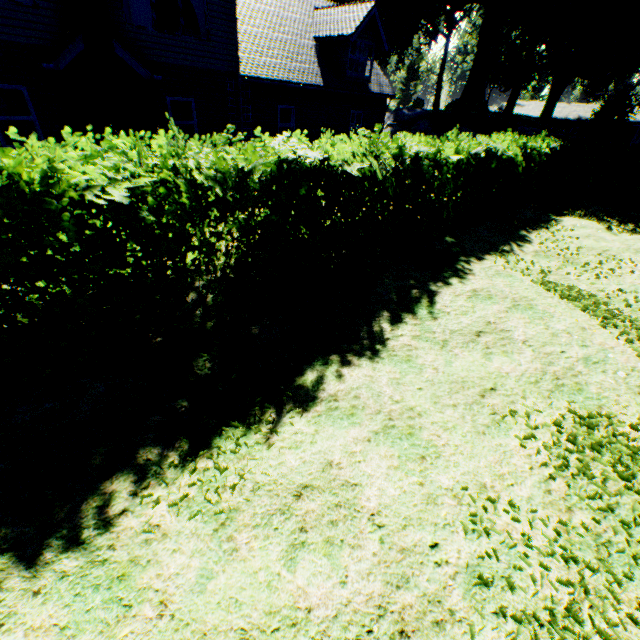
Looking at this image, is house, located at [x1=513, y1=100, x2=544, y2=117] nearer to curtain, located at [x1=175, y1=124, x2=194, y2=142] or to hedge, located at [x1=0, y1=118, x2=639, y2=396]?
hedge, located at [x1=0, y1=118, x2=639, y2=396]

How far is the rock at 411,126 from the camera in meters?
28.0 m

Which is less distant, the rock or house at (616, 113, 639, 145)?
the rock

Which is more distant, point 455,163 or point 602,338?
point 455,163

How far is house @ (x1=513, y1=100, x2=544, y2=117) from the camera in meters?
53.1

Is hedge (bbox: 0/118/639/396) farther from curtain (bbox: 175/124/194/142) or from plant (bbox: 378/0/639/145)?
plant (bbox: 378/0/639/145)

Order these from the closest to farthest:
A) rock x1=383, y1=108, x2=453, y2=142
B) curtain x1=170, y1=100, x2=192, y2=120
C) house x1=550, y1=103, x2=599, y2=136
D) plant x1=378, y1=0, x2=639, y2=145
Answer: curtain x1=170, y1=100, x2=192, y2=120 → plant x1=378, y1=0, x2=639, y2=145 → rock x1=383, y1=108, x2=453, y2=142 → house x1=550, y1=103, x2=599, y2=136

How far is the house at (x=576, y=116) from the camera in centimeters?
4948cm
